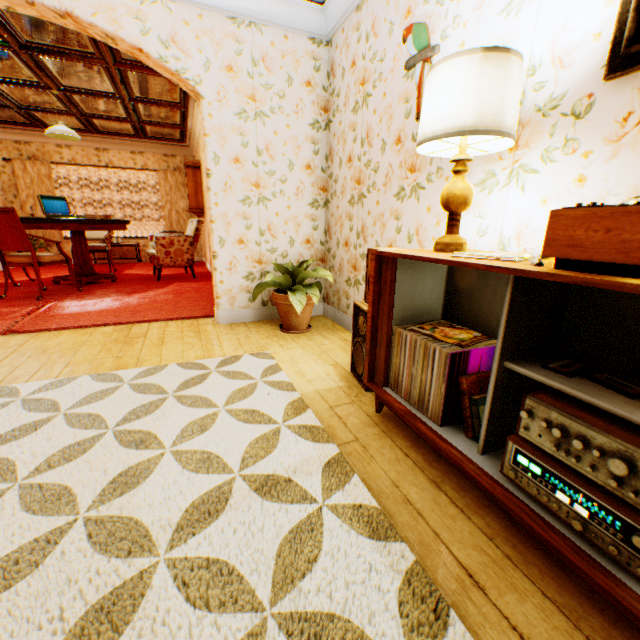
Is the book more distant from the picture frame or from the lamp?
the picture frame

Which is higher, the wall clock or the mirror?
the mirror

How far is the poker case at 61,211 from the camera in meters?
5.4

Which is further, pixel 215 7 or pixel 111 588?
pixel 215 7

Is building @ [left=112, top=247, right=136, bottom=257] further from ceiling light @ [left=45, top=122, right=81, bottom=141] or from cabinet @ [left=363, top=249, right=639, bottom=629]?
ceiling light @ [left=45, top=122, right=81, bottom=141]

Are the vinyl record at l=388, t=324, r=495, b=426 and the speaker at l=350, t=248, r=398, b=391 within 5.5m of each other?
yes

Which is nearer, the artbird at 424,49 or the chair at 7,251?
the artbird at 424,49

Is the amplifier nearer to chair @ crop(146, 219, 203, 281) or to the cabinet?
the cabinet
